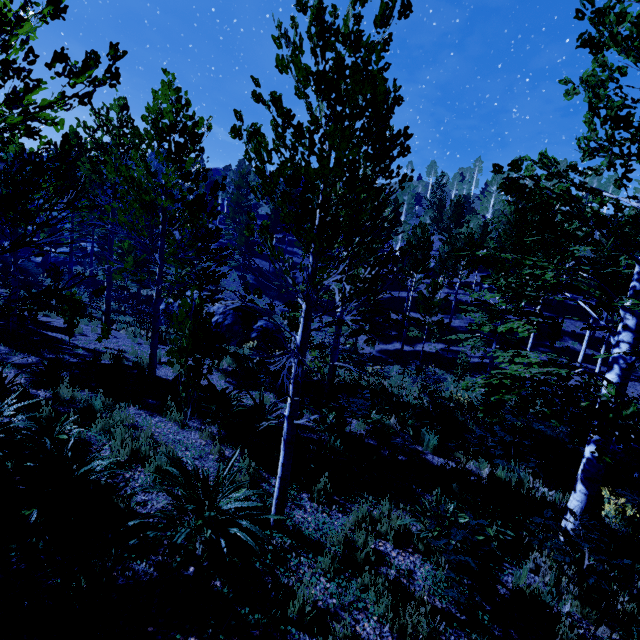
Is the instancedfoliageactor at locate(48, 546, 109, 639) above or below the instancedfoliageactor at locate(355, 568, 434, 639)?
above

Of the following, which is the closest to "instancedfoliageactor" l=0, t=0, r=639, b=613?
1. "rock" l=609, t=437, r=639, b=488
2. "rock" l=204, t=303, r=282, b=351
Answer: "rock" l=609, t=437, r=639, b=488

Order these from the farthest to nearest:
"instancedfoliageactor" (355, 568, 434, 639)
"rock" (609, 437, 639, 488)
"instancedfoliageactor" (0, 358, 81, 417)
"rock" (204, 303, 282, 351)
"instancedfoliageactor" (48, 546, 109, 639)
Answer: "rock" (204, 303, 282, 351)
"rock" (609, 437, 639, 488)
"instancedfoliageactor" (0, 358, 81, 417)
"instancedfoliageactor" (355, 568, 434, 639)
"instancedfoliageactor" (48, 546, 109, 639)

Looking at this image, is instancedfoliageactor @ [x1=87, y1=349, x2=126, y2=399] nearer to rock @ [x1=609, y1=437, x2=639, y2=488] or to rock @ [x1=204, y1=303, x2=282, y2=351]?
rock @ [x1=609, y1=437, x2=639, y2=488]

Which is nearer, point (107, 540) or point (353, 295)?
point (107, 540)

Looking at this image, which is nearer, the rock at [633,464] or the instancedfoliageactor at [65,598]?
the instancedfoliageactor at [65,598]

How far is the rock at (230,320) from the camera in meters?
19.8 m
